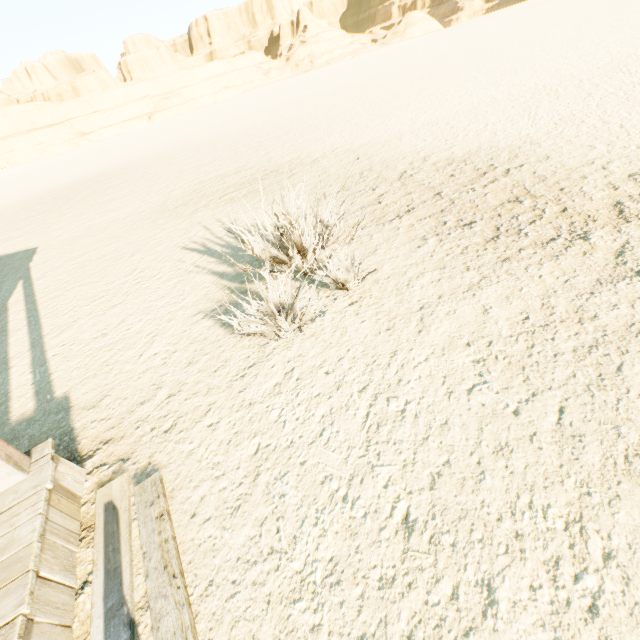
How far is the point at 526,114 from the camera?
7.59m
